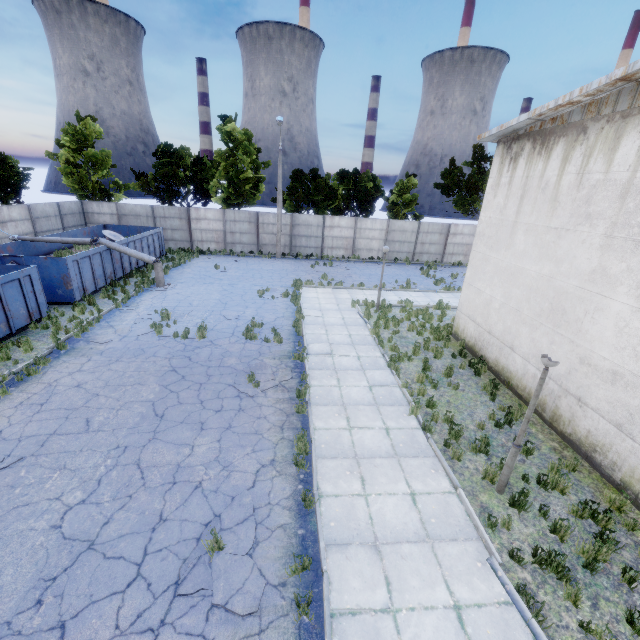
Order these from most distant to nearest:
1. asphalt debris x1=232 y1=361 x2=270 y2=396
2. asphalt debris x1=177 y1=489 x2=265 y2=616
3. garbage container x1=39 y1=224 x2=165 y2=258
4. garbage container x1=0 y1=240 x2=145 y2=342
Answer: garbage container x1=39 y1=224 x2=165 y2=258 < garbage container x1=0 y1=240 x2=145 y2=342 < asphalt debris x1=232 y1=361 x2=270 y2=396 < asphalt debris x1=177 y1=489 x2=265 y2=616

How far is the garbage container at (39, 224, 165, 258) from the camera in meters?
20.2 m

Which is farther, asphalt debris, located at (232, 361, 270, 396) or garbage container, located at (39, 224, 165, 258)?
garbage container, located at (39, 224, 165, 258)

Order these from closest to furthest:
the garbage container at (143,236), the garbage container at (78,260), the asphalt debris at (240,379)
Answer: the asphalt debris at (240,379)
the garbage container at (78,260)
the garbage container at (143,236)

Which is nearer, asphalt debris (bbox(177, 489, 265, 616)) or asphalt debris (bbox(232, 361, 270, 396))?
asphalt debris (bbox(177, 489, 265, 616))

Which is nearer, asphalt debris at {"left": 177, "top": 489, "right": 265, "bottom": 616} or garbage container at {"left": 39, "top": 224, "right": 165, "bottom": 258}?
asphalt debris at {"left": 177, "top": 489, "right": 265, "bottom": 616}

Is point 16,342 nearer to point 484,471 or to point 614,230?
point 484,471

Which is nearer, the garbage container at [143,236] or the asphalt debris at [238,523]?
the asphalt debris at [238,523]
